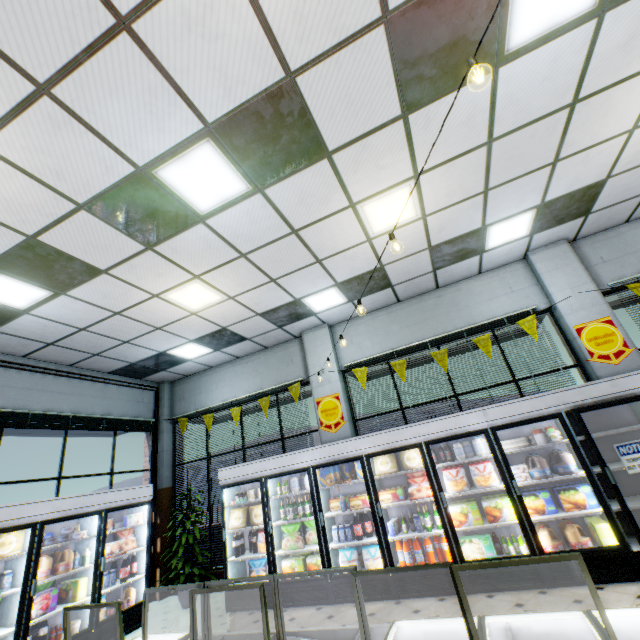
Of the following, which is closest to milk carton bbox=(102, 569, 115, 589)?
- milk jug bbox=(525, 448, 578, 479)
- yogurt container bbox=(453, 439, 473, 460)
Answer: yogurt container bbox=(453, 439, 473, 460)

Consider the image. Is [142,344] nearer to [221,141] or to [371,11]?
[221,141]

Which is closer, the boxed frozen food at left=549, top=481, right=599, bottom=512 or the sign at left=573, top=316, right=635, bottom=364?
the boxed frozen food at left=549, top=481, right=599, bottom=512

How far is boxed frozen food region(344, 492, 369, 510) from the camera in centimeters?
535cm

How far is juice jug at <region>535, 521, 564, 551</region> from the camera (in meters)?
4.28

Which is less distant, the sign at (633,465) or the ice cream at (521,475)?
the sign at (633,465)

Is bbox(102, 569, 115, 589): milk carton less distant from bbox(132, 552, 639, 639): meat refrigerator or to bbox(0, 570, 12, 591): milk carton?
bbox(0, 570, 12, 591): milk carton

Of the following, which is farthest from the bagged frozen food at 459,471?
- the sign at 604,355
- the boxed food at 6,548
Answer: the boxed food at 6,548
